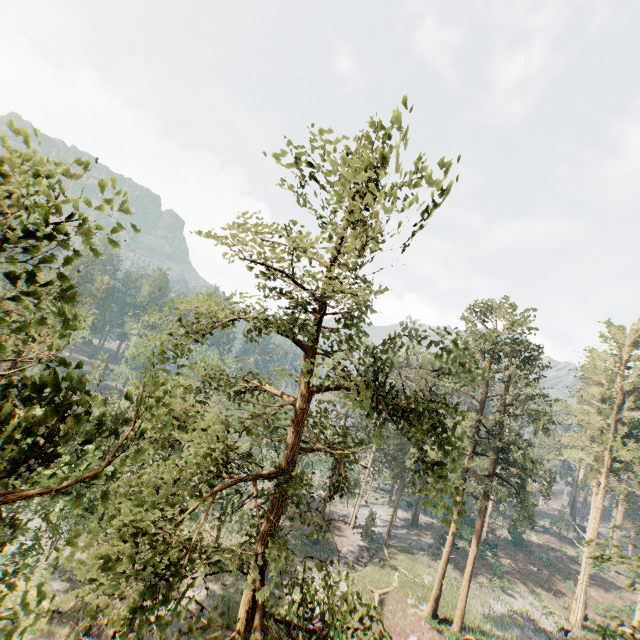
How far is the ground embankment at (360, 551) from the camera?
36.3 meters

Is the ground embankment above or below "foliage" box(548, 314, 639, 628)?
below

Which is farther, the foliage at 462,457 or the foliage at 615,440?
the foliage at 615,440

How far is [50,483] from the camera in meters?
18.5 m

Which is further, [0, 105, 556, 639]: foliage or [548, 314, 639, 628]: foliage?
[548, 314, 639, 628]: foliage

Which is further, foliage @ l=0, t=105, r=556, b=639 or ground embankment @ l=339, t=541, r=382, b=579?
ground embankment @ l=339, t=541, r=382, b=579

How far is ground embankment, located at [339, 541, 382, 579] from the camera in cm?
3631
